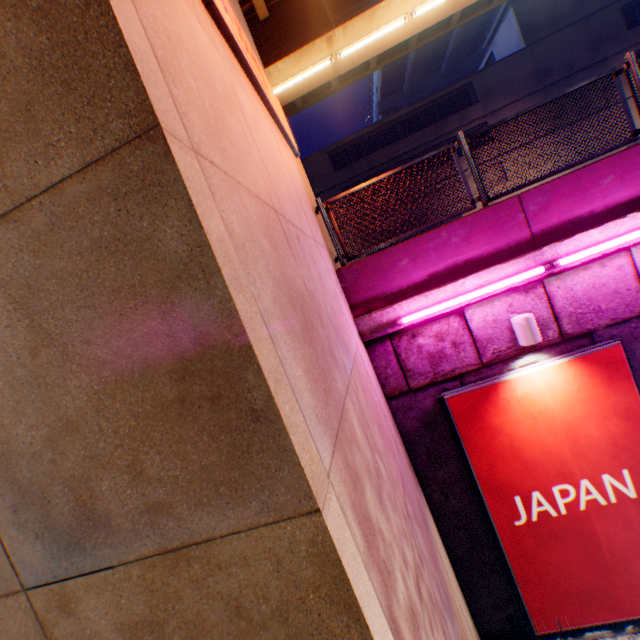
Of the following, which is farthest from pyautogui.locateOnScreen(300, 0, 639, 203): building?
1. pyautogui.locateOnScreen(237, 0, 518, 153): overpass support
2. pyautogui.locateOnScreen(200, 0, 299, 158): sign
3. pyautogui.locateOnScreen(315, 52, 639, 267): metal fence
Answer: pyautogui.locateOnScreen(315, 52, 639, 267): metal fence

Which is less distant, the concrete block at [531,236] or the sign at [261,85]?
the sign at [261,85]

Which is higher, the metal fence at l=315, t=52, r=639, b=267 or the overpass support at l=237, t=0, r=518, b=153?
the overpass support at l=237, t=0, r=518, b=153

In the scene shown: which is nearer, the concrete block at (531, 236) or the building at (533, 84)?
the concrete block at (531, 236)

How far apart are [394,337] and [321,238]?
2.01m

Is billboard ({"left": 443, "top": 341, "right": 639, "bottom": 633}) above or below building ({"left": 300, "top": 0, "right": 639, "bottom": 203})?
below

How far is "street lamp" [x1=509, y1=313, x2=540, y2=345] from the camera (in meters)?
4.54

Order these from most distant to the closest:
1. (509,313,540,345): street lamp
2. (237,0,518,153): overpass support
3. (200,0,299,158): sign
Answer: (237,0,518,153): overpass support
(509,313,540,345): street lamp
(200,0,299,158): sign
